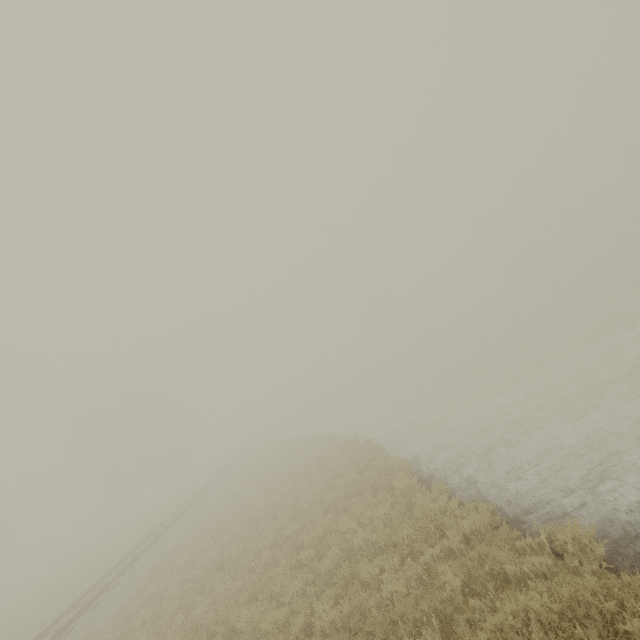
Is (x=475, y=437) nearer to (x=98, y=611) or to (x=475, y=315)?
(x=98, y=611)
